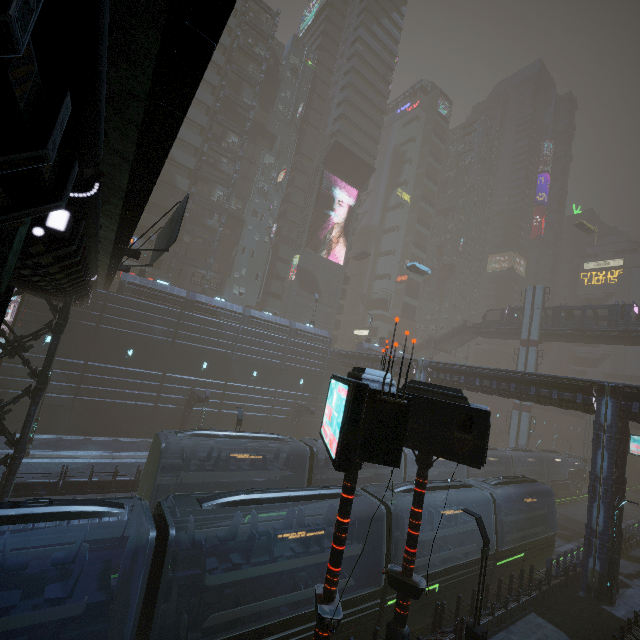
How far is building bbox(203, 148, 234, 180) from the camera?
44.4 meters

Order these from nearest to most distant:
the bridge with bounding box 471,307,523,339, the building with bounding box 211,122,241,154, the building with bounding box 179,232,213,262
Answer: the building with bounding box 179,232,213,262 < the building with bounding box 211,122,241,154 < the bridge with bounding box 471,307,523,339

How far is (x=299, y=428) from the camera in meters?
38.2

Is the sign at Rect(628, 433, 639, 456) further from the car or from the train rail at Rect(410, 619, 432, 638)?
the car

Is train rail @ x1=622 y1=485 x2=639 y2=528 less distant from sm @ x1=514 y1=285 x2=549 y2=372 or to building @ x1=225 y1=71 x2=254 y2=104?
building @ x1=225 y1=71 x2=254 y2=104

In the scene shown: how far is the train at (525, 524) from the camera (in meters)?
14.12

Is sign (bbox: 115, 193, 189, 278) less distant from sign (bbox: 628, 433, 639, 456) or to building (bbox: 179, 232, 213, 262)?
building (bbox: 179, 232, 213, 262)

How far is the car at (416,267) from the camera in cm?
4497
